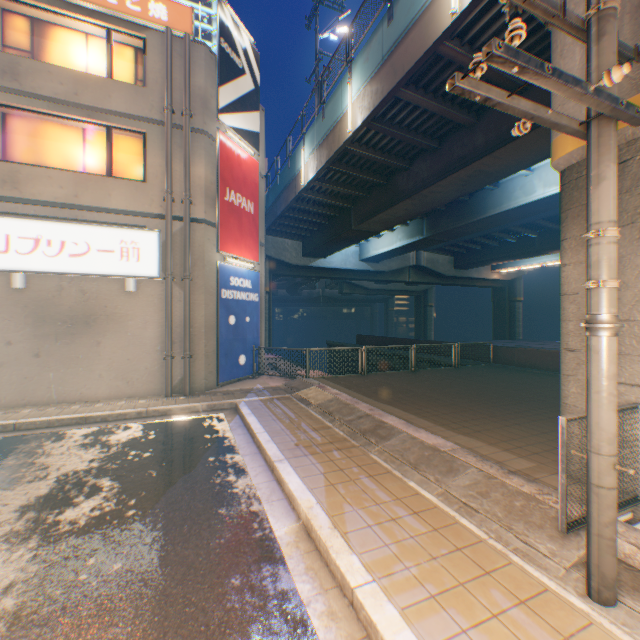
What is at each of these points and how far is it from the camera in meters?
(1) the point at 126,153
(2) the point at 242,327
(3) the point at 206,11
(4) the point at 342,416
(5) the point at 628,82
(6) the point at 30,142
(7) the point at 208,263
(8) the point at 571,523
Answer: (1) window glass, 10.4
(2) billboard, 12.6
(3) building, 37.2
(4) concrete curb, 7.7
(5) overpass support, 3.9
(6) window glass, 9.5
(7) building, 10.9
(8) metal fence, 3.4

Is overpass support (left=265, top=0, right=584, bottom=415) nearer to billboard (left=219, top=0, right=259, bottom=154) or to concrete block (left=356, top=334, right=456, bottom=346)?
concrete block (left=356, top=334, right=456, bottom=346)

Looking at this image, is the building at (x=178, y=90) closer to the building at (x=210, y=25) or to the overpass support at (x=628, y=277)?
the overpass support at (x=628, y=277)

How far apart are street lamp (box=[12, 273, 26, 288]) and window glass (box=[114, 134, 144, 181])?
3.2 meters

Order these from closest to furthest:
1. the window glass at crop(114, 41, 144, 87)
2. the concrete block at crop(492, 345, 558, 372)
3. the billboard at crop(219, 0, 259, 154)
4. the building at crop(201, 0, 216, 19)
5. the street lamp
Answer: the street lamp < the window glass at crop(114, 41, 144, 87) < the billboard at crop(219, 0, 259, 154) < the concrete block at crop(492, 345, 558, 372) < the building at crop(201, 0, 216, 19)

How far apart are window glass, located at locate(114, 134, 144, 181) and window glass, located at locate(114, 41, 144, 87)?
1.5m

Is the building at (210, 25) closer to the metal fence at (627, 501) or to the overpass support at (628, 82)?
the overpass support at (628, 82)

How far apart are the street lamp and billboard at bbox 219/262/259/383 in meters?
5.0 m
